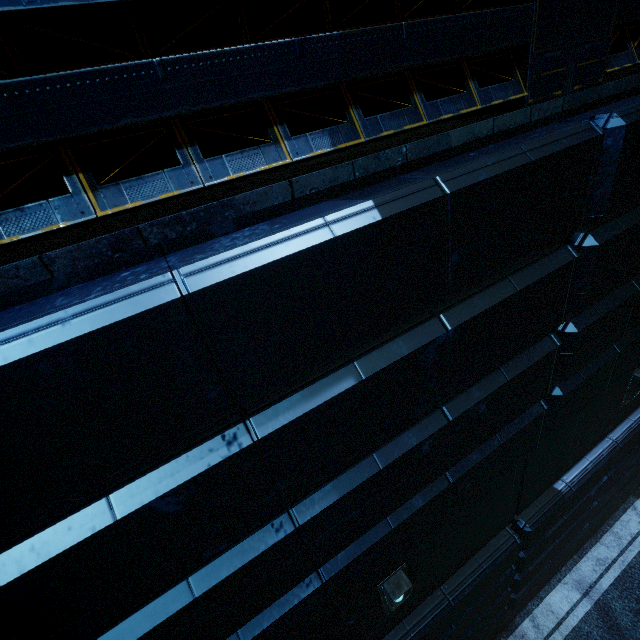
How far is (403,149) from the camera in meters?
2.1 m

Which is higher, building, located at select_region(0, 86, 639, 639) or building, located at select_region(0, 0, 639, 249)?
building, located at select_region(0, 0, 639, 249)

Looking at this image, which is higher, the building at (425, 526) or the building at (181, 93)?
the building at (181, 93)
